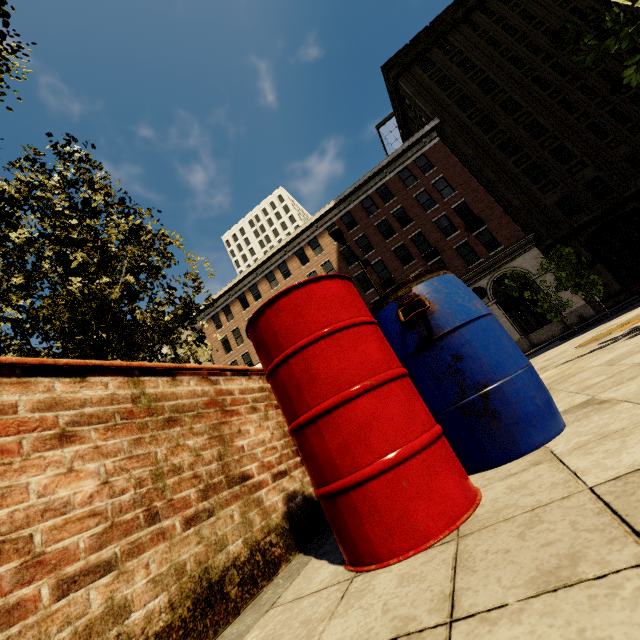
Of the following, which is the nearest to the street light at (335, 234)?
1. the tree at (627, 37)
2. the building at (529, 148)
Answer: the tree at (627, 37)

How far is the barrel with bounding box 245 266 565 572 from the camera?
1.2m

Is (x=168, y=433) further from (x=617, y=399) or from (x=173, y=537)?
(x=617, y=399)

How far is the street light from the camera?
13.34m

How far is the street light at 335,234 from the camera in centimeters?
1334cm

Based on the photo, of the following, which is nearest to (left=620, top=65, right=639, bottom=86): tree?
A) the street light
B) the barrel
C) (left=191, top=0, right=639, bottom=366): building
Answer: the barrel

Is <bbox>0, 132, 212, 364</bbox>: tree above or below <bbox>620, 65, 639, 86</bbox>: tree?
above

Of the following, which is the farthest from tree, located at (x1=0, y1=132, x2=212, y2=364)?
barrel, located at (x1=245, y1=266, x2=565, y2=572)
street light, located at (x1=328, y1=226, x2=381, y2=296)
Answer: street light, located at (x1=328, y1=226, x2=381, y2=296)
